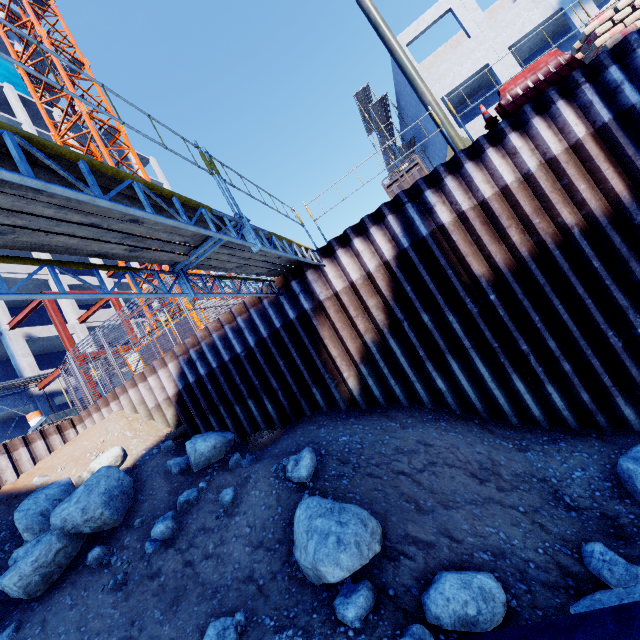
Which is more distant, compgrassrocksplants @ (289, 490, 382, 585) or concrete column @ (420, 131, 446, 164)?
concrete column @ (420, 131, 446, 164)

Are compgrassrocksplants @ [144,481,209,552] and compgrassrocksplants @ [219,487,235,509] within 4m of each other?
yes

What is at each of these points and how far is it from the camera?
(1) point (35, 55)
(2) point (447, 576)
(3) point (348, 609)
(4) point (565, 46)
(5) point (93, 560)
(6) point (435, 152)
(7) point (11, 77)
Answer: (1) tower crane, 18.0m
(2) compgrassrocksplants, 4.3m
(3) compgrassrocksplants, 4.1m
(4) concrete column, 20.1m
(5) compgrassrocksplants, 6.2m
(6) concrete column, 23.3m
(7) tarp, 32.2m

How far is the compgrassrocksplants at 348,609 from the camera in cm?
405

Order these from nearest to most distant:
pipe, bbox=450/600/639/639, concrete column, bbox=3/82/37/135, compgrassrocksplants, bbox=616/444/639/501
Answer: pipe, bbox=450/600/639/639 → compgrassrocksplants, bbox=616/444/639/501 → concrete column, bbox=3/82/37/135

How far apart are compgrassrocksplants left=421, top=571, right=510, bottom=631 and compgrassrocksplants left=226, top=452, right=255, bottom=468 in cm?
442

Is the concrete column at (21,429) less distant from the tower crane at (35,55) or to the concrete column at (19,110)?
the concrete column at (19,110)

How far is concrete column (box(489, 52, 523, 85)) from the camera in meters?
17.7
